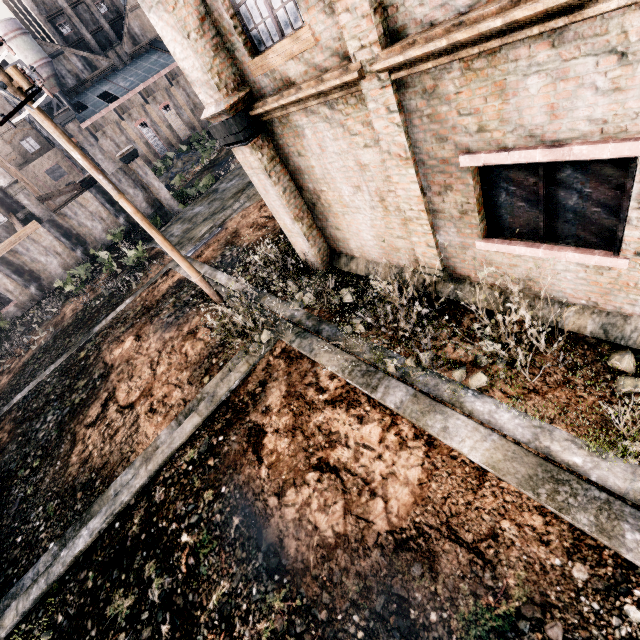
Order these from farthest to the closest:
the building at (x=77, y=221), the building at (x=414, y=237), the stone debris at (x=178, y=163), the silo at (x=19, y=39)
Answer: the stone debris at (x=178, y=163), the silo at (x=19, y=39), the building at (x=77, y=221), the building at (x=414, y=237)

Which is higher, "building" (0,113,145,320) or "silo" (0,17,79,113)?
"silo" (0,17,79,113)

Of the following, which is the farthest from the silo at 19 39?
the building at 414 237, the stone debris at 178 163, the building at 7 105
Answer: the building at 414 237

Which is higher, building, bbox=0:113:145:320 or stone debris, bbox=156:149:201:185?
building, bbox=0:113:145:320

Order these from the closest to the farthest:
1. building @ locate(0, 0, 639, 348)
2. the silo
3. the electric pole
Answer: building @ locate(0, 0, 639, 348), the electric pole, the silo

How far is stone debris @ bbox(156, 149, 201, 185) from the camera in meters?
46.0 m

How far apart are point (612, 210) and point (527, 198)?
1.09m

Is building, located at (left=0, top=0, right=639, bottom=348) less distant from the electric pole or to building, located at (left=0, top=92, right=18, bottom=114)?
the electric pole
